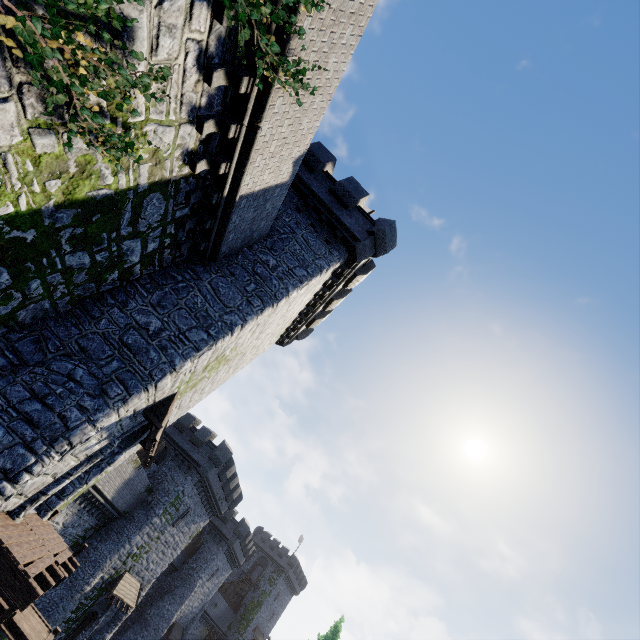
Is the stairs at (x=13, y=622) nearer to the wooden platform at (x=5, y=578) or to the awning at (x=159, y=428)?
the wooden platform at (x=5, y=578)

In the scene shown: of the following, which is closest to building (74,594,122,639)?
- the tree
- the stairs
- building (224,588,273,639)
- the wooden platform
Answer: the stairs

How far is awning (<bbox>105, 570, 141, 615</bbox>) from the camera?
25.1 meters

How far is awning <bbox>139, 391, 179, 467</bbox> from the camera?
9.9 meters

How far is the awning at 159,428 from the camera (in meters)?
9.90

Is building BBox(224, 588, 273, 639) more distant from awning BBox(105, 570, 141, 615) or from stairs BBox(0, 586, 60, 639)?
stairs BBox(0, 586, 60, 639)

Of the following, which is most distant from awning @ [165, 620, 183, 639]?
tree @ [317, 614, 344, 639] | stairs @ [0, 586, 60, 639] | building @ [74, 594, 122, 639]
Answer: stairs @ [0, 586, 60, 639]

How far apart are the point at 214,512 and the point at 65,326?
34.25m
